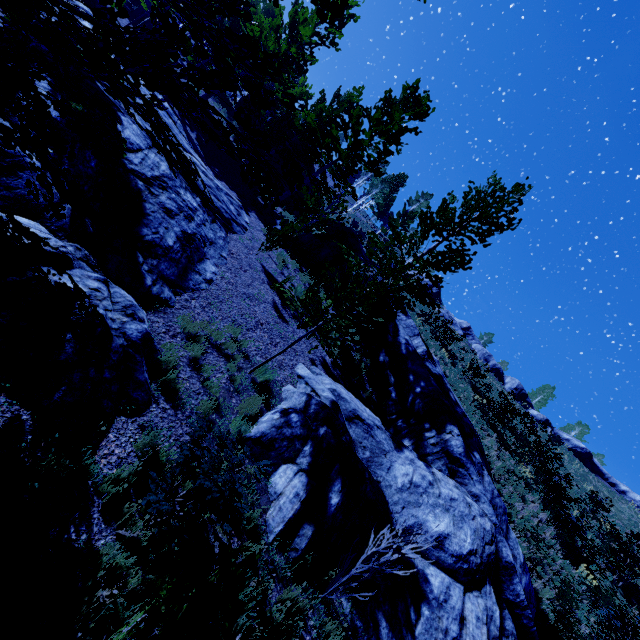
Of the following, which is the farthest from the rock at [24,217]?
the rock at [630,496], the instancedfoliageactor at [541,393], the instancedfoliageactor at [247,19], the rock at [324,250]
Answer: the instancedfoliageactor at [541,393]

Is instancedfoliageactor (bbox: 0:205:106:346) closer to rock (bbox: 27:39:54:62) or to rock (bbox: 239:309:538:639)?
rock (bbox: 27:39:54:62)

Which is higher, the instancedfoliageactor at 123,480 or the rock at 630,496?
the rock at 630,496

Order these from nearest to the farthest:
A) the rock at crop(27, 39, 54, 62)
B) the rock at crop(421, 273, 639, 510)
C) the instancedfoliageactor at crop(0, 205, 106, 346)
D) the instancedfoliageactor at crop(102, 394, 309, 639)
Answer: the instancedfoliageactor at crop(0, 205, 106, 346) < the instancedfoliageactor at crop(102, 394, 309, 639) < the rock at crop(27, 39, 54, 62) < the rock at crop(421, 273, 639, 510)

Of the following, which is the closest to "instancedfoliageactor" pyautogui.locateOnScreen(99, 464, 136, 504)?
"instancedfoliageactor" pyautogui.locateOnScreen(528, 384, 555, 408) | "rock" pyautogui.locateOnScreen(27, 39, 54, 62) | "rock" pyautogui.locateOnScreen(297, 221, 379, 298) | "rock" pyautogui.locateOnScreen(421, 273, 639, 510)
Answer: "rock" pyautogui.locateOnScreen(27, 39, 54, 62)

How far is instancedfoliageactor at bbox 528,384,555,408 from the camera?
43.1 meters

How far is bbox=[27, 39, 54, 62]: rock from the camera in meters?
5.9

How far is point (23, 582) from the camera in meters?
3.2 m
